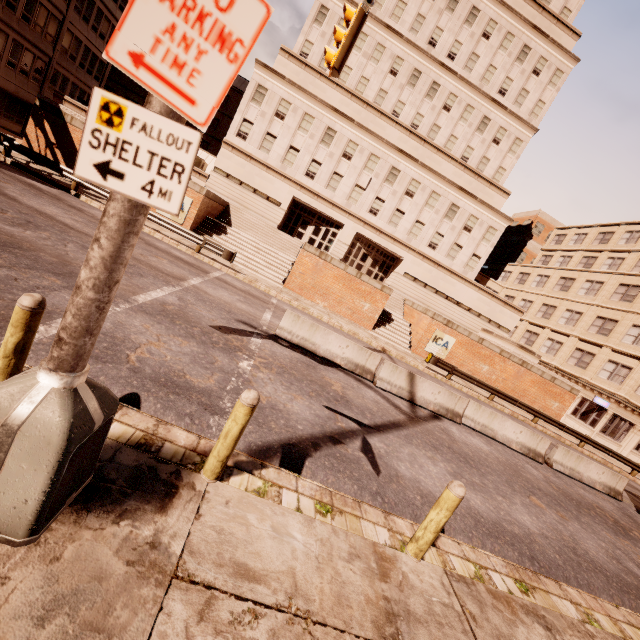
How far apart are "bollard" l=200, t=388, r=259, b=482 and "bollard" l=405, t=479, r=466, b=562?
2.8 meters

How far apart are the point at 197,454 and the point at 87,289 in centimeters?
272cm

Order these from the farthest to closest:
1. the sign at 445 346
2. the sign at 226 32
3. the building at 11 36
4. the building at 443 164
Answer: the building at 443 164 < the building at 11 36 < the sign at 445 346 < the sign at 226 32

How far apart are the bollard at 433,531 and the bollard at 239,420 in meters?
2.8 m

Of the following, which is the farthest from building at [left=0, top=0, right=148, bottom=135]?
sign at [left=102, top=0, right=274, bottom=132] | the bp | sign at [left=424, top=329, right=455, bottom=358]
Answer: sign at [left=424, top=329, right=455, bottom=358]

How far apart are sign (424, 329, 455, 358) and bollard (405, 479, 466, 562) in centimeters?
2002cm

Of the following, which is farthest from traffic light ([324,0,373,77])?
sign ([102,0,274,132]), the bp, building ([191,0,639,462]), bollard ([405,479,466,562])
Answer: building ([191,0,639,462])

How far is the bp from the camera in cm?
2347
